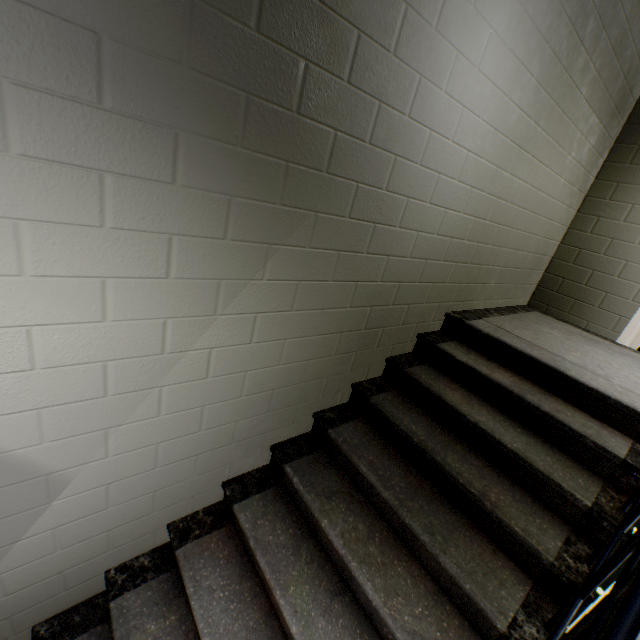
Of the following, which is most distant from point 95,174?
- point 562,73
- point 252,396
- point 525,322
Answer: point 525,322

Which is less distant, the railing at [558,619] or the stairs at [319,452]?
the railing at [558,619]

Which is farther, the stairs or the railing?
the stairs
